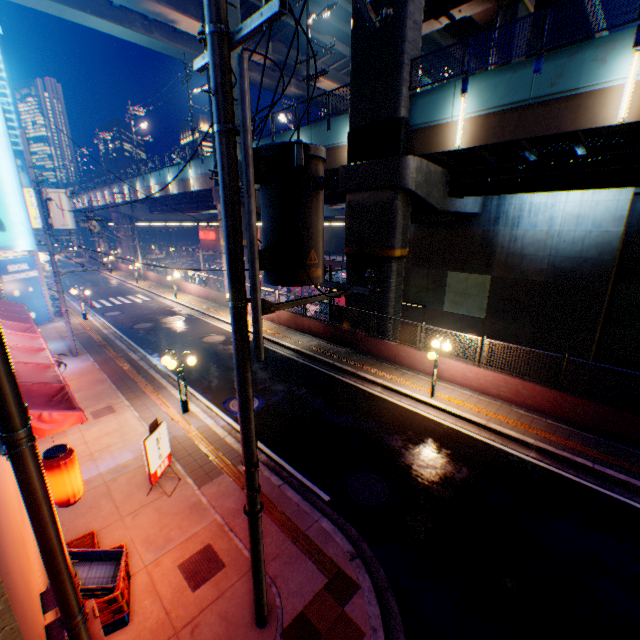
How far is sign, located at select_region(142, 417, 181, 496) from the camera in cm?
732

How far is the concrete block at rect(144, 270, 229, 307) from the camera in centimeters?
2580cm

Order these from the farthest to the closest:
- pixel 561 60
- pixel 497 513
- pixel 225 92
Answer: pixel 561 60 → pixel 497 513 → pixel 225 92

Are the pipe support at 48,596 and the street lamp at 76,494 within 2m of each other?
yes

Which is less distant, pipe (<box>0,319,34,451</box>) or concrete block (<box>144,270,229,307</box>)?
pipe (<box>0,319,34,451</box>)

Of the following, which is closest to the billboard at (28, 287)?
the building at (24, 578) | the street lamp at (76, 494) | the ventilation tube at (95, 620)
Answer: the building at (24, 578)

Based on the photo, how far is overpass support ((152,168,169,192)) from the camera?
33.6m

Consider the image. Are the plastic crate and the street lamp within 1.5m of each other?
yes
